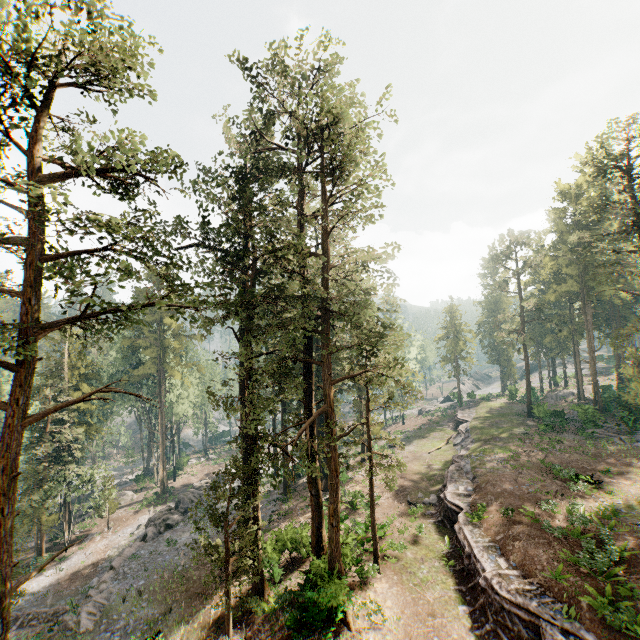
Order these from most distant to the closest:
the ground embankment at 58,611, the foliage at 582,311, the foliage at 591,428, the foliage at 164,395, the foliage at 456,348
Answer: the foliage at 456,348
the foliage at 591,428
the foliage at 582,311
the ground embankment at 58,611
the foliage at 164,395

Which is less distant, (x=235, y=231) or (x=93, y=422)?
(x=235, y=231)

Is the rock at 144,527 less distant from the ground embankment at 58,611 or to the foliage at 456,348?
the ground embankment at 58,611

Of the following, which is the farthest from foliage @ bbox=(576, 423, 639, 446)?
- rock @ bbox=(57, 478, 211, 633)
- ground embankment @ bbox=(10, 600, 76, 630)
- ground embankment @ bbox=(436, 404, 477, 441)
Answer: ground embankment @ bbox=(436, 404, 477, 441)

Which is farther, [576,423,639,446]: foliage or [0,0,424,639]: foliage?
[576,423,639,446]: foliage

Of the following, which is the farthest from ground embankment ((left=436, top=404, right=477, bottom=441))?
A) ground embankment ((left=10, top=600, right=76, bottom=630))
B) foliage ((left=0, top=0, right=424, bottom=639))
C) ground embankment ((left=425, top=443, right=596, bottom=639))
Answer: ground embankment ((left=10, top=600, right=76, bottom=630))

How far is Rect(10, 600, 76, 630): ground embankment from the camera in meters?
23.5
